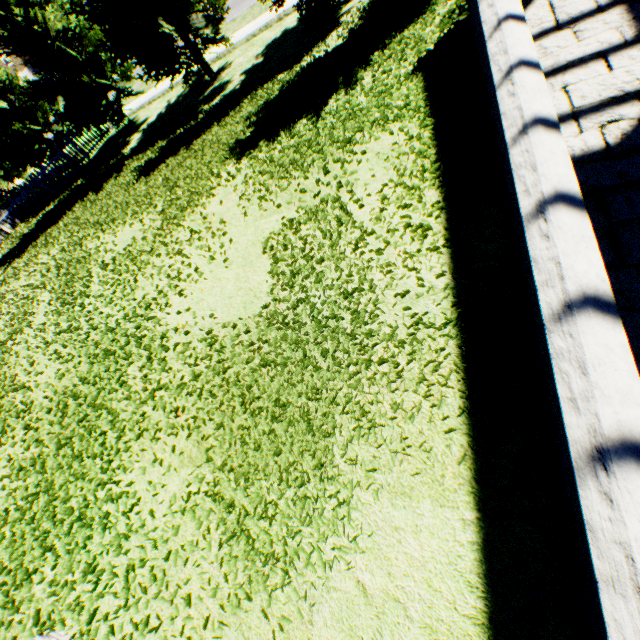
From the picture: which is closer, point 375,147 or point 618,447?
point 618,447
